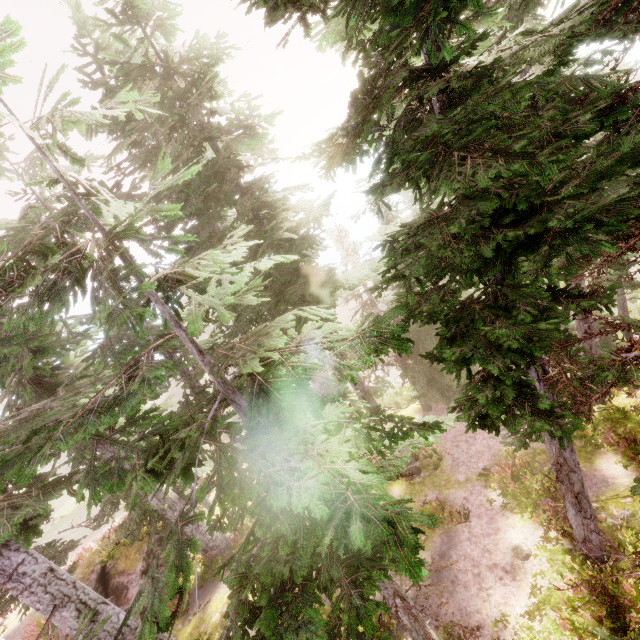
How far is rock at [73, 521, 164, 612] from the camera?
15.5 meters

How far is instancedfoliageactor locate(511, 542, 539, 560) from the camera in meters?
9.9 m

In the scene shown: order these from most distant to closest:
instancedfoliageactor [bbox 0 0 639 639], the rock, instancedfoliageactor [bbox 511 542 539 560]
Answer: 1. the rock
2. instancedfoliageactor [bbox 511 542 539 560]
3. instancedfoliageactor [bbox 0 0 639 639]

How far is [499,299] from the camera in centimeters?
535cm

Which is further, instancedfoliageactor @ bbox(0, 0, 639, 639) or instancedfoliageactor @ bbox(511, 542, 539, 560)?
instancedfoliageactor @ bbox(511, 542, 539, 560)

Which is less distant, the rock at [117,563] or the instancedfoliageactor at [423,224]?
the instancedfoliageactor at [423,224]

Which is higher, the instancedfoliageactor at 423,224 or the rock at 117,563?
the instancedfoliageactor at 423,224

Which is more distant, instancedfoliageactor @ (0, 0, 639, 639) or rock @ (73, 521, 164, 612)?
rock @ (73, 521, 164, 612)
